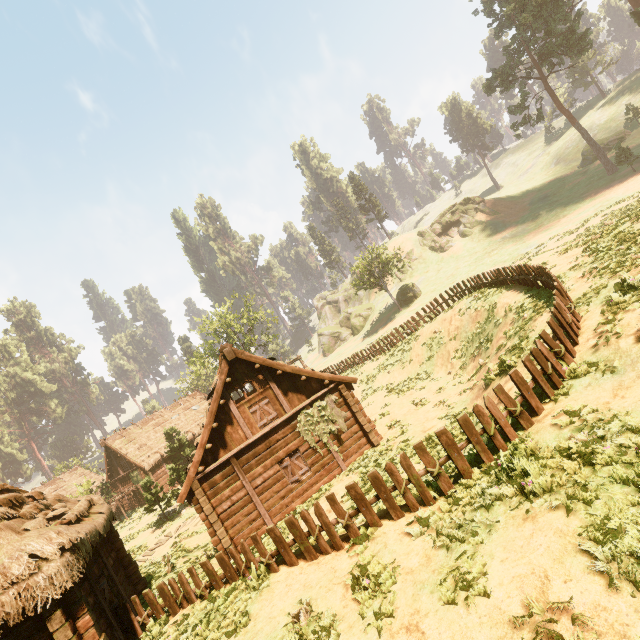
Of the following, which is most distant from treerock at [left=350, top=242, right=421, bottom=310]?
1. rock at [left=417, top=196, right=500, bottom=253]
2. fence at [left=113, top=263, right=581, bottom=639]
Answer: rock at [left=417, top=196, right=500, bottom=253]

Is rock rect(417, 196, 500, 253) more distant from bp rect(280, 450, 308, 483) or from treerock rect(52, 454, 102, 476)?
bp rect(280, 450, 308, 483)

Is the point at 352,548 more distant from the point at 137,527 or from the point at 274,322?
the point at 274,322

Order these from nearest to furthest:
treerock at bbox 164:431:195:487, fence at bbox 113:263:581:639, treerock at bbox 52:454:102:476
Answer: fence at bbox 113:263:581:639 → treerock at bbox 164:431:195:487 → treerock at bbox 52:454:102:476

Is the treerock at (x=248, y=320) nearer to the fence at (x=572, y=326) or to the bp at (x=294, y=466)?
the fence at (x=572, y=326)

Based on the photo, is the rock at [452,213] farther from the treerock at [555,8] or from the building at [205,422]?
the building at [205,422]

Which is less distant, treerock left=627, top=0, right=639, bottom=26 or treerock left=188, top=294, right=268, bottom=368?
treerock left=627, top=0, right=639, bottom=26

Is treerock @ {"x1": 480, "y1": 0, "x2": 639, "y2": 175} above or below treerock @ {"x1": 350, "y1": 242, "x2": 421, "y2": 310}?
above
